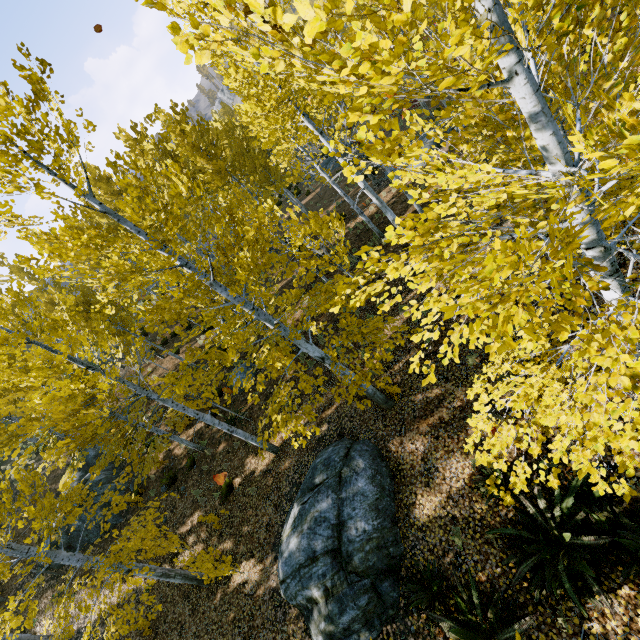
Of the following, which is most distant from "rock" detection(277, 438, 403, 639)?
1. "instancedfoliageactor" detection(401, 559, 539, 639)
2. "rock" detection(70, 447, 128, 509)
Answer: "rock" detection(70, 447, 128, 509)

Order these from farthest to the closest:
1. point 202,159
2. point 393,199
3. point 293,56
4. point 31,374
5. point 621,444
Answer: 1. point 393,199
2. point 202,159
3. point 31,374
4. point 621,444
5. point 293,56

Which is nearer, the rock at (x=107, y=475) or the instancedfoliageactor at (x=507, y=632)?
the instancedfoliageactor at (x=507, y=632)

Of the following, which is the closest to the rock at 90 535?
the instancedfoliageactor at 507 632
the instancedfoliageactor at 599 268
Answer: the instancedfoliageactor at 599 268

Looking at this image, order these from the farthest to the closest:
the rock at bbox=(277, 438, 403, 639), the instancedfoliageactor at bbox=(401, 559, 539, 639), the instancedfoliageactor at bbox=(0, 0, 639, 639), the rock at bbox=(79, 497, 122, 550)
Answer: → the rock at bbox=(79, 497, 122, 550), the rock at bbox=(277, 438, 403, 639), the instancedfoliageactor at bbox=(401, 559, 539, 639), the instancedfoliageactor at bbox=(0, 0, 639, 639)

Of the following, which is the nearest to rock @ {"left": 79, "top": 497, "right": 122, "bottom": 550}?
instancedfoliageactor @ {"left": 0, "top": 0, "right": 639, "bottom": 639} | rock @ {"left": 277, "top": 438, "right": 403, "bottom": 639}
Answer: instancedfoliageactor @ {"left": 0, "top": 0, "right": 639, "bottom": 639}

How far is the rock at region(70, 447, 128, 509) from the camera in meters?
15.7 m

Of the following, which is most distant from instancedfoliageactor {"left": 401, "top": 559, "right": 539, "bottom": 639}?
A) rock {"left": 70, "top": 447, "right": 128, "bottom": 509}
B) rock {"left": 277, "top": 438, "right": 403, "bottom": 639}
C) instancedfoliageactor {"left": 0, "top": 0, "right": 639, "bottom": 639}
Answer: rock {"left": 70, "top": 447, "right": 128, "bottom": 509}
